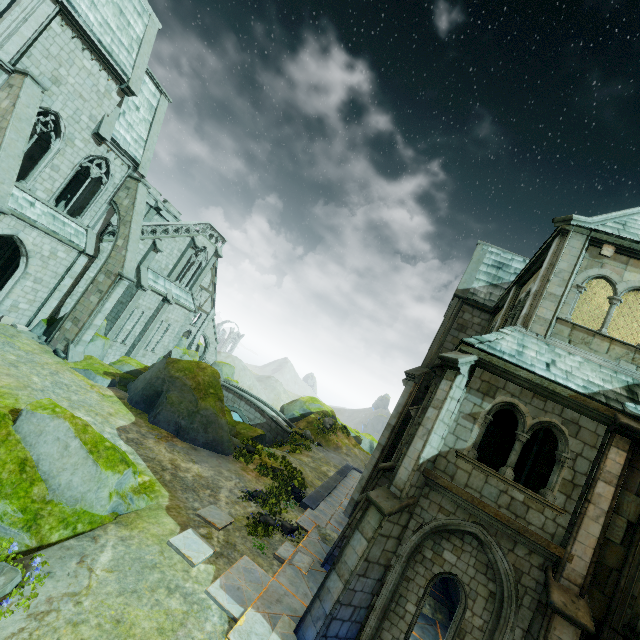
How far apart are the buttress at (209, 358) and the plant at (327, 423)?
18.42m

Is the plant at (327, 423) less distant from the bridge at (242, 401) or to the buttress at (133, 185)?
the bridge at (242, 401)

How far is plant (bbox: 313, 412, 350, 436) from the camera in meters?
34.1

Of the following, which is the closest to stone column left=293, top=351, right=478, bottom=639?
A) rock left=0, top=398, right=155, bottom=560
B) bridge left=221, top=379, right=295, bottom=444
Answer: rock left=0, top=398, right=155, bottom=560

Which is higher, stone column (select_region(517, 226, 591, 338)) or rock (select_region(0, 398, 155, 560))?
stone column (select_region(517, 226, 591, 338))

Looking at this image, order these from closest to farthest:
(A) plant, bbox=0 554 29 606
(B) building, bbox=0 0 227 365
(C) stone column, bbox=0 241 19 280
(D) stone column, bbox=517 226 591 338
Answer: (A) plant, bbox=0 554 29 606 → (D) stone column, bbox=517 226 591 338 → (B) building, bbox=0 0 227 365 → (C) stone column, bbox=0 241 19 280

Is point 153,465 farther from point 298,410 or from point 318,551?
point 298,410

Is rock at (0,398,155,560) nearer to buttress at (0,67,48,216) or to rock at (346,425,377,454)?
buttress at (0,67,48,216)
